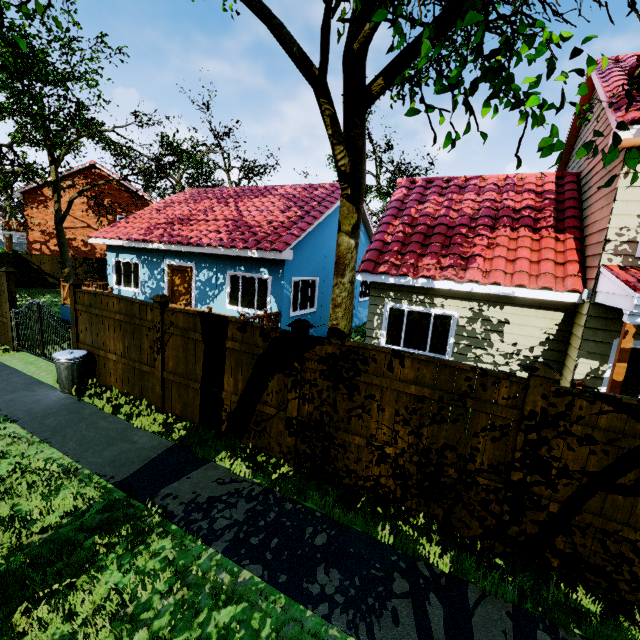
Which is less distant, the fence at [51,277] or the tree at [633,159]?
the tree at [633,159]

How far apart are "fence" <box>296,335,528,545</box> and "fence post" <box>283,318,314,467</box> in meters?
0.0 m

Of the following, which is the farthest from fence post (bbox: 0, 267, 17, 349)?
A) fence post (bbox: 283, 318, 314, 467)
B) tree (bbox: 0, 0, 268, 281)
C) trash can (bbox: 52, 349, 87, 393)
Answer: fence post (bbox: 283, 318, 314, 467)

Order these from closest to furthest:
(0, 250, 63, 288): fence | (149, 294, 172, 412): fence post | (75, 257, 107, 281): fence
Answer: (149, 294, 172, 412): fence post, (0, 250, 63, 288): fence, (75, 257, 107, 281): fence

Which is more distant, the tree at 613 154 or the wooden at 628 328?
the wooden at 628 328

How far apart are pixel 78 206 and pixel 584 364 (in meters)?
34.26

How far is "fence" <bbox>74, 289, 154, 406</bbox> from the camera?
7.1 meters
